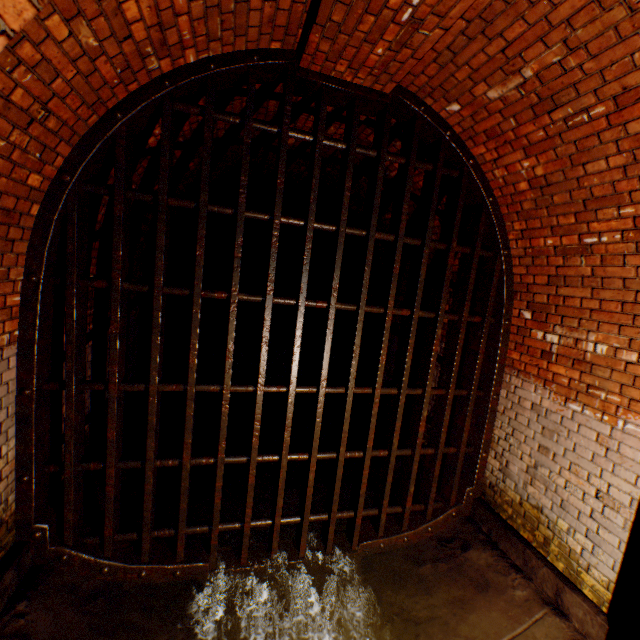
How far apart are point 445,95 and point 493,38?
0.6 meters

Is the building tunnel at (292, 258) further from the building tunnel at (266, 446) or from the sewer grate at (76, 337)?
the sewer grate at (76, 337)

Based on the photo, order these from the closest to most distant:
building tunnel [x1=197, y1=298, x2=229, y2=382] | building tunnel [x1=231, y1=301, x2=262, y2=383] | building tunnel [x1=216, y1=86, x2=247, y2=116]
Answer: building tunnel [x1=216, y1=86, x2=247, y2=116] → building tunnel [x1=197, y1=298, x2=229, y2=382] → building tunnel [x1=231, y1=301, x2=262, y2=383]

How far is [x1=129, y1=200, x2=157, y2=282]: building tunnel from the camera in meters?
4.3 m

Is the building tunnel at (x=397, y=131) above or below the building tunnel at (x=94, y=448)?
above

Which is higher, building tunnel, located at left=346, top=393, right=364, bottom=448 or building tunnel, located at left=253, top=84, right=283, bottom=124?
building tunnel, located at left=253, top=84, right=283, bottom=124

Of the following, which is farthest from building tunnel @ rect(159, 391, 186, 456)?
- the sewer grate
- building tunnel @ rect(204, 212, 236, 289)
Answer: building tunnel @ rect(204, 212, 236, 289)
